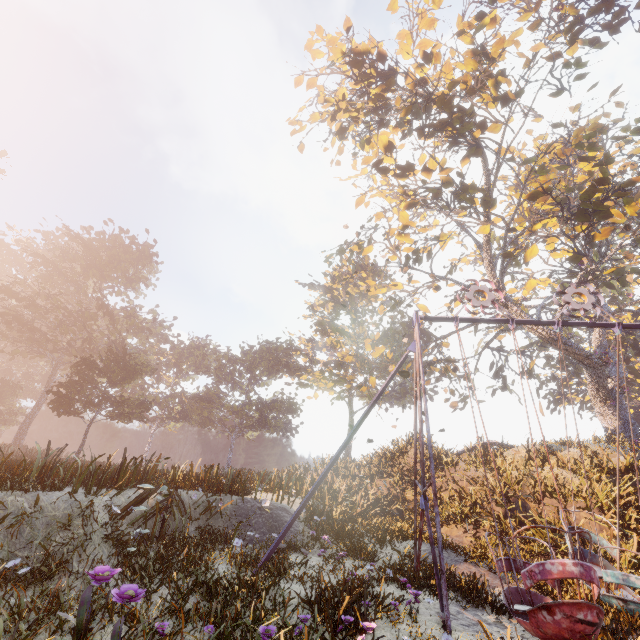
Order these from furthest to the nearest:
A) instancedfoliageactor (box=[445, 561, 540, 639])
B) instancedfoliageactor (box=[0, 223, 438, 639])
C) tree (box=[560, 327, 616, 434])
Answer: tree (box=[560, 327, 616, 434]), instancedfoliageactor (box=[445, 561, 540, 639]), instancedfoliageactor (box=[0, 223, 438, 639])

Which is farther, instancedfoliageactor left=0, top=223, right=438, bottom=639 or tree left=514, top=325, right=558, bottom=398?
tree left=514, top=325, right=558, bottom=398

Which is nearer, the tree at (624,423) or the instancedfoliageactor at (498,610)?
the instancedfoliageactor at (498,610)

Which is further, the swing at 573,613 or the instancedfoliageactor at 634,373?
the instancedfoliageactor at 634,373

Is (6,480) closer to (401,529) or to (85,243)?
(401,529)

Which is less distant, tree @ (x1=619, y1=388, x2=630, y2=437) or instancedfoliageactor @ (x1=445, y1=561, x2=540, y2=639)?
instancedfoliageactor @ (x1=445, y1=561, x2=540, y2=639)

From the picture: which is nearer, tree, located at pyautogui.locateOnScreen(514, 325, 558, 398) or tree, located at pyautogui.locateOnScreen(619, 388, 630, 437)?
tree, located at pyautogui.locateOnScreen(514, 325, 558, 398)

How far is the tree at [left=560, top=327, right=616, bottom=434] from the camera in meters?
19.1 m
